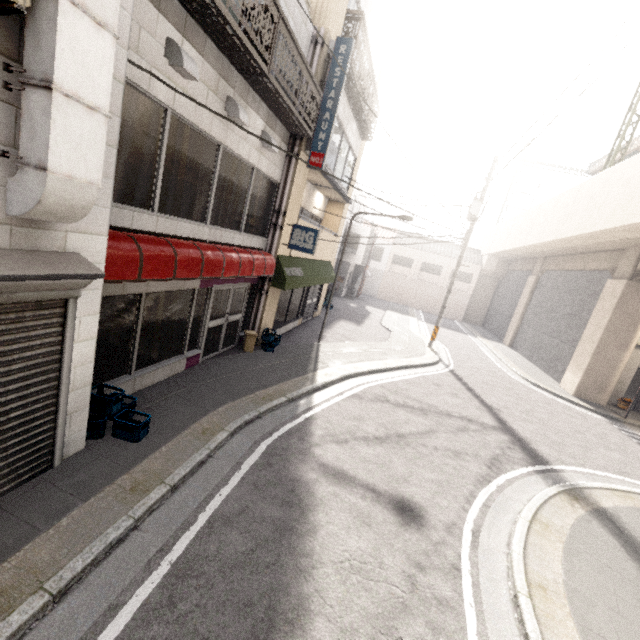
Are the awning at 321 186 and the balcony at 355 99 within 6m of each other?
yes

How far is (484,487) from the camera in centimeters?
628cm

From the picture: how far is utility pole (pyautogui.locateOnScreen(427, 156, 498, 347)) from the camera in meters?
15.0 m

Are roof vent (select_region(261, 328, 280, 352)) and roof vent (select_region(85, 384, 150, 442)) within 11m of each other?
yes

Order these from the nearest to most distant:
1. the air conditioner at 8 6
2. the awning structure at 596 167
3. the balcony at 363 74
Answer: the air conditioner at 8 6
the balcony at 363 74
the awning structure at 596 167

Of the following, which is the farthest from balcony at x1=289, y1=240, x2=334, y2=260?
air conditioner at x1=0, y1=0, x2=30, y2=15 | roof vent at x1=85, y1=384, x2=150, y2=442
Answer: air conditioner at x1=0, y1=0, x2=30, y2=15

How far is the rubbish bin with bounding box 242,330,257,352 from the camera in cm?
951

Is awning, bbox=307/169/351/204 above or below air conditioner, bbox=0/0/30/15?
above
